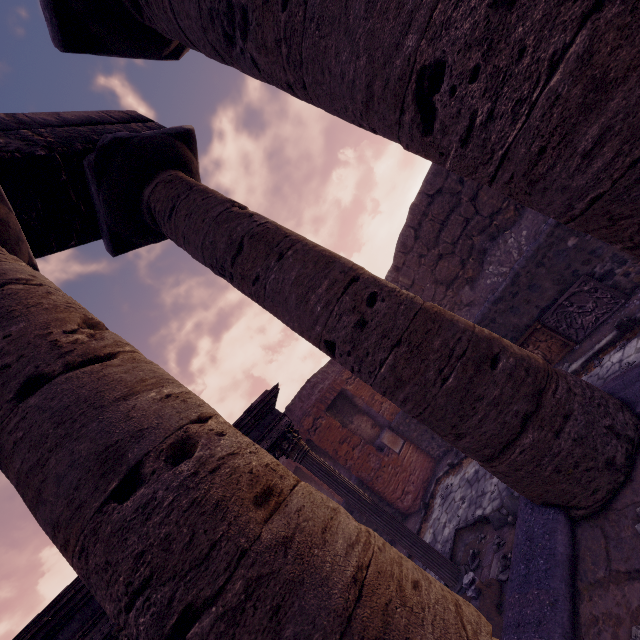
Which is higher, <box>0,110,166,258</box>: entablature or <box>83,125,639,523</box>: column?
<box>0,110,166,258</box>: entablature

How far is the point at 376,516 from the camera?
5.68m

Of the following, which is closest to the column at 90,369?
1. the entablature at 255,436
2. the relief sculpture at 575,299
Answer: the entablature at 255,436

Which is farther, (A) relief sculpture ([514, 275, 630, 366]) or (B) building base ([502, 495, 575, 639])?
(A) relief sculpture ([514, 275, 630, 366])

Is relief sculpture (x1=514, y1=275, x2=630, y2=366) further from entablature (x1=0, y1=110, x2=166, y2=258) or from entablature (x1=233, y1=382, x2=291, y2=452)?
entablature (x1=0, y1=110, x2=166, y2=258)

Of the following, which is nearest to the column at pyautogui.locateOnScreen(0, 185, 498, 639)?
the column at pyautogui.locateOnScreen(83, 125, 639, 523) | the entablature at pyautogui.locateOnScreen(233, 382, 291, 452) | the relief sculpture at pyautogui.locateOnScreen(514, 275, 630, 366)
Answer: the column at pyautogui.locateOnScreen(83, 125, 639, 523)

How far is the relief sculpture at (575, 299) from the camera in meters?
5.8 m

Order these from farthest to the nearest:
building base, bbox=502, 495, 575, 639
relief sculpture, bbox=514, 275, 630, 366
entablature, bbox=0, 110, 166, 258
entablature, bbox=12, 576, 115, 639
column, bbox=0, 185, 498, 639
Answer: relief sculpture, bbox=514, 275, 630, 366, entablature, bbox=12, 576, 115, 639, entablature, bbox=0, 110, 166, 258, building base, bbox=502, 495, 575, 639, column, bbox=0, 185, 498, 639
